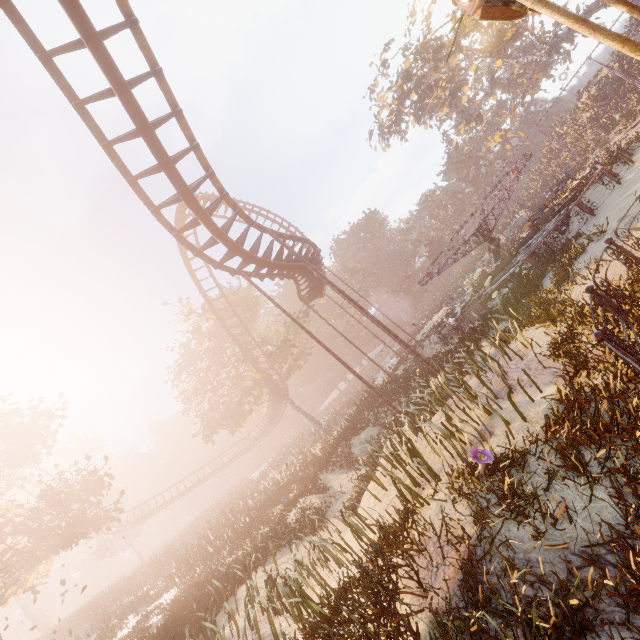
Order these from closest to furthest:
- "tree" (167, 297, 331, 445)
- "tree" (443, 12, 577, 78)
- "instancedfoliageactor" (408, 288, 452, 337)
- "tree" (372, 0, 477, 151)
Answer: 1. "tree" (167, 297, 331, 445)
2. "tree" (443, 12, 577, 78)
3. "tree" (372, 0, 477, 151)
4. "instancedfoliageactor" (408, 288, 452, 337)

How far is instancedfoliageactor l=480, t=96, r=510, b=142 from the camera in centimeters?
5450cm

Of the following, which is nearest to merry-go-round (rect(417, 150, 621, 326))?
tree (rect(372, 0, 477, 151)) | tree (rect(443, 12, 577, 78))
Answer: tree (rect(443, 12, 577, 78))

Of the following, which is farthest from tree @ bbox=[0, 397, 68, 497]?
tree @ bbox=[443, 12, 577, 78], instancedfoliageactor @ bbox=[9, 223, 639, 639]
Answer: tree @ bbox=[443, 12, 577, 78]

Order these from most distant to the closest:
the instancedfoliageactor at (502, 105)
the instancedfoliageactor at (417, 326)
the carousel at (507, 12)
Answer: the instancedfoliageactor at (502, 105), the instancedfoliageactor at (417, 326), the carousel at (507, 12)

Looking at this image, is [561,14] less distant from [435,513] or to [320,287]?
[435,513]

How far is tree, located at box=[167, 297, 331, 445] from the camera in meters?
29.0 m

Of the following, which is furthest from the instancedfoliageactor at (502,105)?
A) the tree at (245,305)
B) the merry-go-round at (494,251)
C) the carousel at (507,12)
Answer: the carousel at (507,12)
